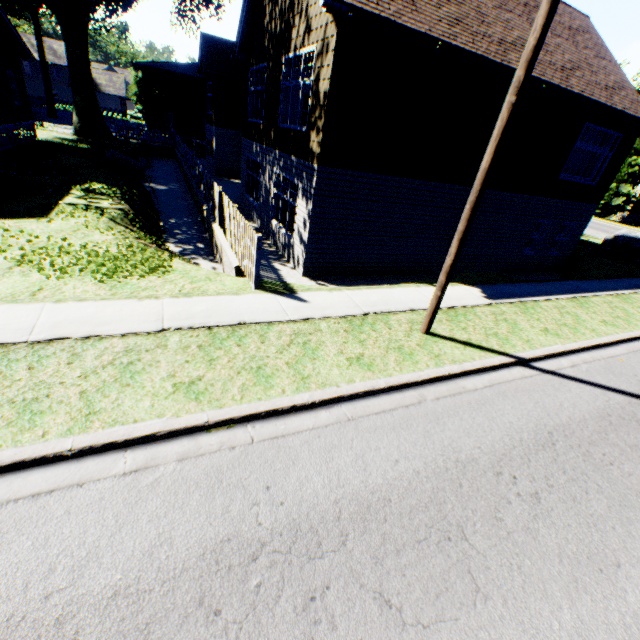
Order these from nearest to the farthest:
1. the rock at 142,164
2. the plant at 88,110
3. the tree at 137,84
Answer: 1. the rock at 142,164
2. the plant at 88,110
3. the tree at 137,84

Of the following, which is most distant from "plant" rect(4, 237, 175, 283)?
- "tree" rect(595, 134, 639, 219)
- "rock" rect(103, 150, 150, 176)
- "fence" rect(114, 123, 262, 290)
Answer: "tree" rect(595, 134, 639, 219)

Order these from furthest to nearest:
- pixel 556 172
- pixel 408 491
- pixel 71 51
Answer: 1. pixel 71 51
2. pixel 556 172
3. pixel 408 491

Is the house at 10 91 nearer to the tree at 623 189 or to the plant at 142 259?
the plant at 142 259

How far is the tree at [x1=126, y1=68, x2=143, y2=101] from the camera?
57.19m

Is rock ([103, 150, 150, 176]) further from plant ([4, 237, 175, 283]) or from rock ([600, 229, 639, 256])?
rock ([600, 229, 639, 256])

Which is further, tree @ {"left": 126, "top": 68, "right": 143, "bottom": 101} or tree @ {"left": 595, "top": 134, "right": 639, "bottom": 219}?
tree @ {"left": 126, "top": 68, "right": 143, "bottom": 101}

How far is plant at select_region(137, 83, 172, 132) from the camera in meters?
36.1
